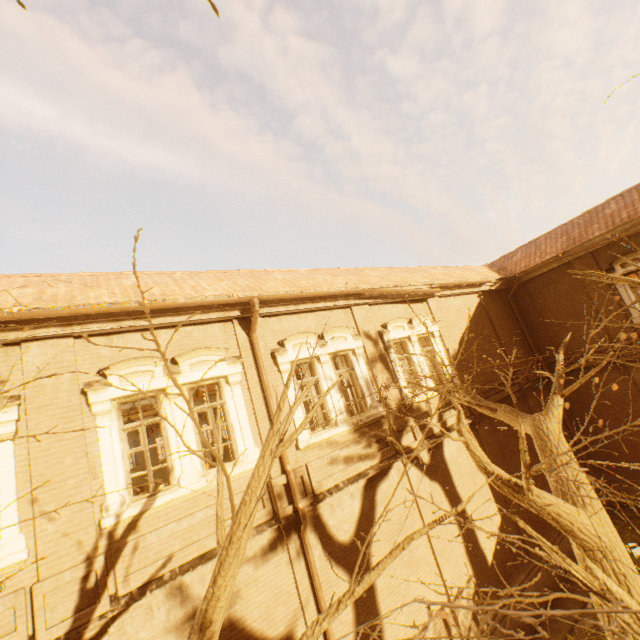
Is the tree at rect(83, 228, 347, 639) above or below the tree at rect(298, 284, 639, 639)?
above

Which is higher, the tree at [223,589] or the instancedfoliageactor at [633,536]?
the tree at [223,589]

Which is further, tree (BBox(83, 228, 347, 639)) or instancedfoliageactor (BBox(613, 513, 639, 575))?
instancedfoliageactor (BBox(613, 513, 639, 575))

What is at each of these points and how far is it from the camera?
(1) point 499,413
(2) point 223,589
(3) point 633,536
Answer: (1) tree, 7.3 meters
(2) tree, 2.5 meters
(3) instancedfoliageactor, 11.5 meters

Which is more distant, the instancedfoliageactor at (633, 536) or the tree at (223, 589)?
the instancedfoliageactor at (633, 536)

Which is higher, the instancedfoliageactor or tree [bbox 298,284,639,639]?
tree [bbox 298,284,639,639]
